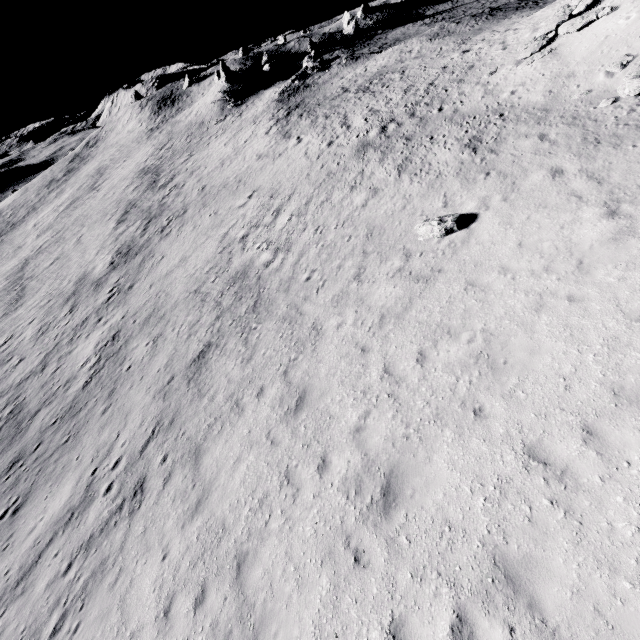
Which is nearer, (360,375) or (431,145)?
(360,375)

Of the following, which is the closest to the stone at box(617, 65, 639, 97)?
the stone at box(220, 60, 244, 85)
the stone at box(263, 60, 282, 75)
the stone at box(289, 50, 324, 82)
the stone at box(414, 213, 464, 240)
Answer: the stone at box(414, 213, 464, 240)

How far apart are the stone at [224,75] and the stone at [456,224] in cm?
5491

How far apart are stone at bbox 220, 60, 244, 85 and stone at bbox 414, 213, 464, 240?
54.91m

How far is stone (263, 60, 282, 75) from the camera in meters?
58.2

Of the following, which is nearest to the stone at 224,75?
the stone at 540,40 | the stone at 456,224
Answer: the stone at 540,40

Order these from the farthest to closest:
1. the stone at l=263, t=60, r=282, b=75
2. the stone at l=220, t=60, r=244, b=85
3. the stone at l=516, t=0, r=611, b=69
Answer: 1. the stone at l=263, t=60, r=282, b=75
2. the stone at l=220, t=60, r=244, b=85
3. the stone at l=516, t=0, r=611, b=69

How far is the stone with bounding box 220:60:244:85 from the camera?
52.1m
